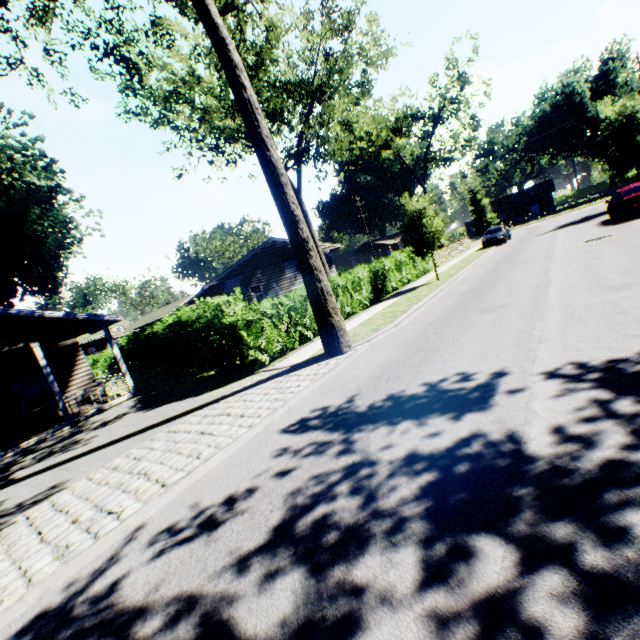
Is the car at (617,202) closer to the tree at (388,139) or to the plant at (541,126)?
the plant at (541,126)

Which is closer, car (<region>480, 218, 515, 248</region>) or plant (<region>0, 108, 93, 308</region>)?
plant (<region>0, 108, 93, 308</region>)

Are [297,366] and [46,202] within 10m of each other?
no

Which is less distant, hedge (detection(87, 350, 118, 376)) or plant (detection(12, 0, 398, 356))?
plant (detection(12, 0, 398, 356))

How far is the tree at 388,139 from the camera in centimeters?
3256cm

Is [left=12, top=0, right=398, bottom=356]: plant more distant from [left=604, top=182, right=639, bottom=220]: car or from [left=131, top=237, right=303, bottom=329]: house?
[left=604, top=182, right=639, bottom=220]: car

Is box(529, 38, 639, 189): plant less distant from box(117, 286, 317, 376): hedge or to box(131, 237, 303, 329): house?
box(117, 286, 317, 376): hedge

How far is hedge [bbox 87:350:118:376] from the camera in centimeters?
3544cm
